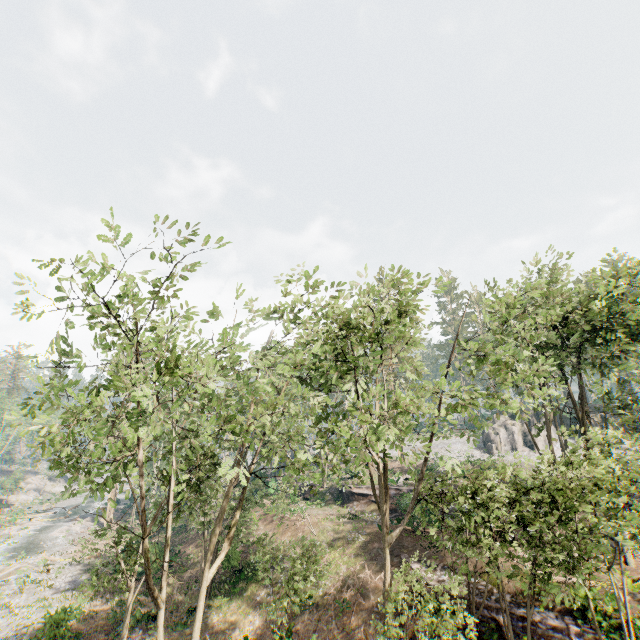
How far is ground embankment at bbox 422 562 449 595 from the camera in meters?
17.9 m

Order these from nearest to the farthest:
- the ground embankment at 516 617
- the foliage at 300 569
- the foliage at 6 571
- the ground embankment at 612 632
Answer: the ground embankment at 612 632 < the foliage at 300 569 < the ground embankment at 516 617 < the foliage at 6 571

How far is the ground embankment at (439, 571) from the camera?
17.9m

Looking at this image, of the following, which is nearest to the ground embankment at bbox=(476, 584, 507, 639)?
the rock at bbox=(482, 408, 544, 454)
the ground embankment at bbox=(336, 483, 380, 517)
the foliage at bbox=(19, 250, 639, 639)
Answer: the foliage at bbox=(19, 250, 639, 639)

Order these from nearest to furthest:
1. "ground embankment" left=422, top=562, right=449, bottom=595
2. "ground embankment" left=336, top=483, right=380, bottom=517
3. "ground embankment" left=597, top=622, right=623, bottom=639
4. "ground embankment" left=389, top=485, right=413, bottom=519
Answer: "ground embankment" left=597, top=622, right=623, bottom=639, "ground embankment" left=422, top=562, right=449, bottom=595, "ground embankment" left=389, top=485, right=413, bottom=519, "ground embankment" left=336, top=483, right=380, bottom=517

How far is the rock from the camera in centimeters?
4491cm

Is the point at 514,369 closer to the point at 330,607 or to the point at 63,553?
the point at 330,607

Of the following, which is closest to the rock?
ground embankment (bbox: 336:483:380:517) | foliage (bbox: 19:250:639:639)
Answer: foliage (bbox: 19:250:639:639)
